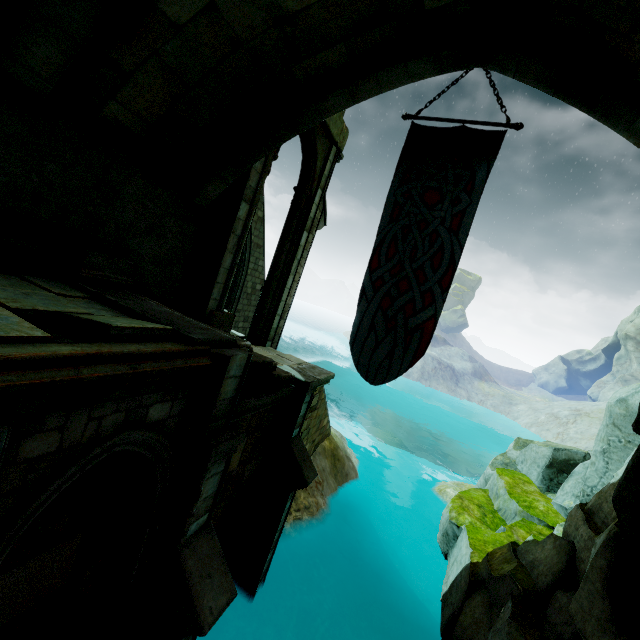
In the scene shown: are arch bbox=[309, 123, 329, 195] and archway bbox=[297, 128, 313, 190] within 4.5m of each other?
yes

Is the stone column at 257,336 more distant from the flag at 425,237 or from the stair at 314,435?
the flag at 425,237

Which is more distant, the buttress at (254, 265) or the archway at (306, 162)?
the buttress at (254, 265)

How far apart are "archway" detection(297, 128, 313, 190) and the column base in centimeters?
465cm

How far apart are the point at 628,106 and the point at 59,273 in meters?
8.1 m

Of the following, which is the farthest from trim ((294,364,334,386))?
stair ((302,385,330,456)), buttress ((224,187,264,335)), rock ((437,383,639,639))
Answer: buttress ((224,187,264,335))

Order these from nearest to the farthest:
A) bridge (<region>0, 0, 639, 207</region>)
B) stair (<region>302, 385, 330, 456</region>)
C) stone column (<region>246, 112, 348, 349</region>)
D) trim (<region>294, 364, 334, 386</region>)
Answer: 1. bridge (<region>0, 0, 639, 207</region>)
2. trim (<region>294, 364, 334, 386</region>)
3. stone column (<region>246, 112, 348, 349</region>)
4. stair (<region>302, 385, 330, 456</region>)

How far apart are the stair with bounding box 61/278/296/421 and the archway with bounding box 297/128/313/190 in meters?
4.7 m
